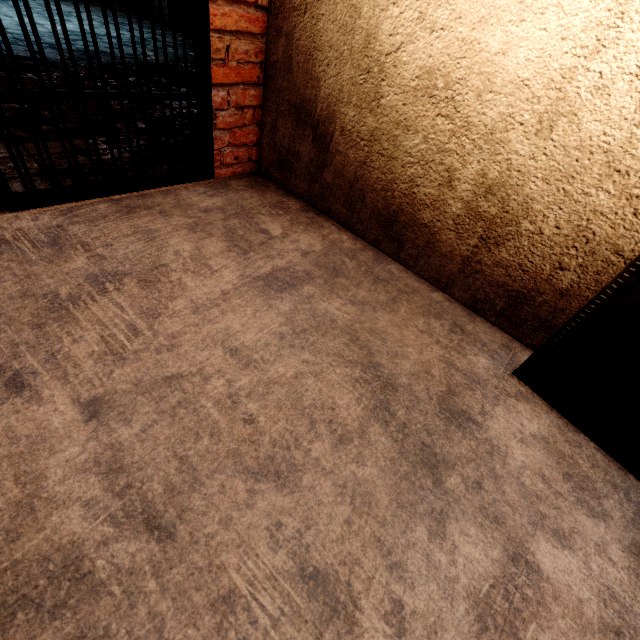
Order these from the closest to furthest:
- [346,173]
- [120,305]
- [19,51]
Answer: [120,305] → [346,173] → [19,51]
